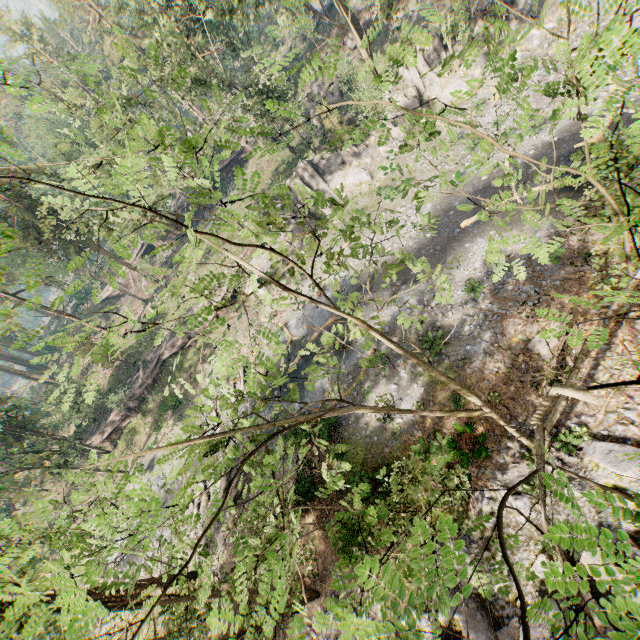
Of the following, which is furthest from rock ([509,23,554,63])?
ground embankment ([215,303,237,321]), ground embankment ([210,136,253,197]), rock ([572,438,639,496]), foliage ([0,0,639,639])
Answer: rock ([572,438,639,496])

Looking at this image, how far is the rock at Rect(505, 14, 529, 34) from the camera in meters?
27.0

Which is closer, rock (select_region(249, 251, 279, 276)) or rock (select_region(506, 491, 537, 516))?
rock (select_region(506, 491, 537, 516))

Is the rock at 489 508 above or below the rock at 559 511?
below

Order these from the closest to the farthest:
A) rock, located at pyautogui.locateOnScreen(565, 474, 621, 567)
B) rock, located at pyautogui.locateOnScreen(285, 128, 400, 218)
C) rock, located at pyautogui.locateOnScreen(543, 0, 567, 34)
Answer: rock, located at pyautogui.locateOnScreen(565, 474, 621, 567)
rock, located at pyautogui.locateOnScreen(543, 0, 567, 34)
rock, located at pyautogui.locateOnScreen(285, 128, 400, 218)

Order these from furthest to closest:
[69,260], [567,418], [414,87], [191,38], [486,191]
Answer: [69,260] → [191,38] → [414,87] → [486,191] → [567,418]

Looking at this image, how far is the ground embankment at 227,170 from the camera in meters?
46.3

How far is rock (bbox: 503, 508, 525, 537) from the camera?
13.9 meters
